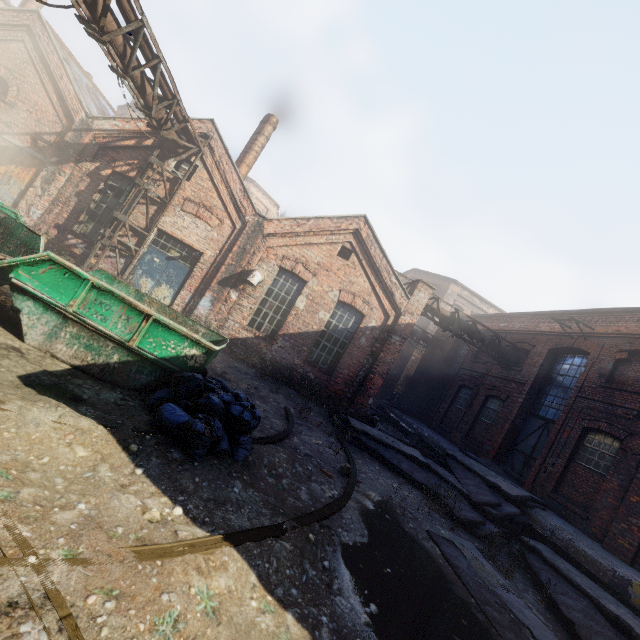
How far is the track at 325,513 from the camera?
4.4 meters

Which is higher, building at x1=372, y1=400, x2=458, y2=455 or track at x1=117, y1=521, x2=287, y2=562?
building at x1=372, y1=400, x2=458, y2=455

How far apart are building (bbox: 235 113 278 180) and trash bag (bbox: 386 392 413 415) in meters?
15.9

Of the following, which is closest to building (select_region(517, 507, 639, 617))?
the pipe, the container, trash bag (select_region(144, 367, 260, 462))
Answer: trash bag (select_region(144, 367, 260, 462))

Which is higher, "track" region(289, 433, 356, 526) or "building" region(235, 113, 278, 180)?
"building" region(235, 113, 278, 180)

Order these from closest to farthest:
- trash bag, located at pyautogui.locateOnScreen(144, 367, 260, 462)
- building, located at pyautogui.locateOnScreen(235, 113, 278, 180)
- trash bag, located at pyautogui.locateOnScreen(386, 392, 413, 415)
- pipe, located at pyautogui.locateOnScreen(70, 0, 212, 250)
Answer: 1. trash bag, located at pyautogui.locateOnScreen(144, 367, 260, 462)
2. pipe, located at pyautogui.locateOnScreen(70, 0, 212, 250)
3. building, located at pyautogui.locateOnScreen(235, 113, 278, 180)
4. trash bag, located at pyautogui.locateOnScreen(386, 392, 413, 415)

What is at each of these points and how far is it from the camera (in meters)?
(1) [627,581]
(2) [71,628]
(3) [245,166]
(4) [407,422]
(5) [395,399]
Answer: (1) building, 6.89
(2) track, 1.86
(3) building, 14.62
(4) building, 18.50
(5) trash bag, 21.61

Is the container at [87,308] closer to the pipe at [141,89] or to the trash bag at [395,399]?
the pipe at [141,89]
